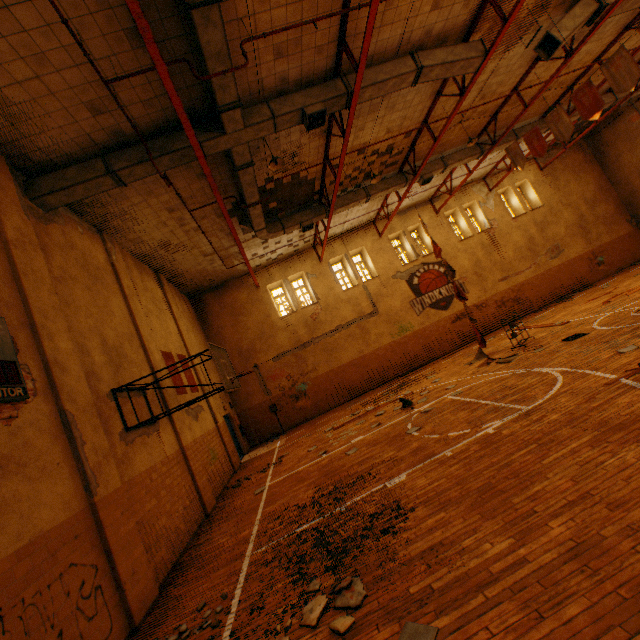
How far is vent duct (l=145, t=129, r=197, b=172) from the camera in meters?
7.4

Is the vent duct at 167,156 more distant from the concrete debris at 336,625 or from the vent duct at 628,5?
the concrete debris at 336,625

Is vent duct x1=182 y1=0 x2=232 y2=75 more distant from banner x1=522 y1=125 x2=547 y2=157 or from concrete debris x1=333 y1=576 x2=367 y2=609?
concrete debris x1=333 y1=576 x2=367 y2=609

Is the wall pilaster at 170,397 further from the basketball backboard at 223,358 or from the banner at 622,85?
the banner at 622,85

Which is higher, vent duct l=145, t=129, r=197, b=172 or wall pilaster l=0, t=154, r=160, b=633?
vent duct l=145, t=129, r=197, b=172

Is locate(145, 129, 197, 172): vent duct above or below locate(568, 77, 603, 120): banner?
above

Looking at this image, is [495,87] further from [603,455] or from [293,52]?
[603,455]

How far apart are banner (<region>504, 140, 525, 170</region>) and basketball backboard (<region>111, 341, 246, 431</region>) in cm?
1372
